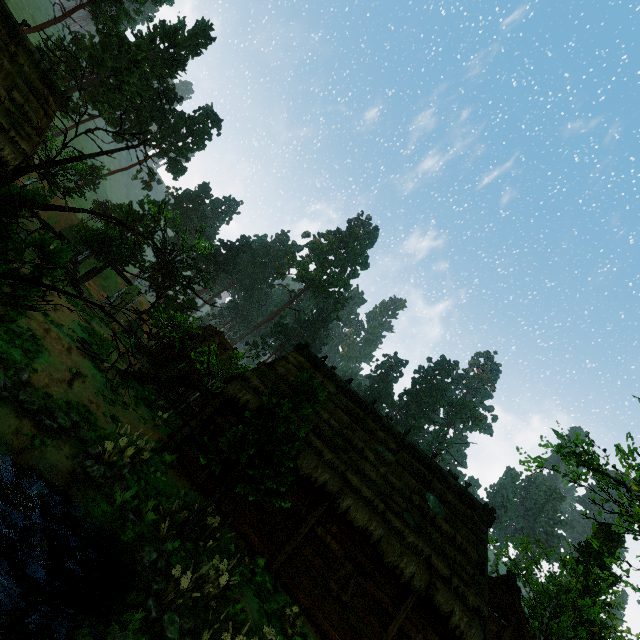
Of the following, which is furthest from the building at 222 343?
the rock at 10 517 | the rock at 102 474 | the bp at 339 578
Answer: the rock at 10 517

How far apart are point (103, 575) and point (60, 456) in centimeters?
333cm

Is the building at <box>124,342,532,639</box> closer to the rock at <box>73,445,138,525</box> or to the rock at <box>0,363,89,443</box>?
the rock at <box>73,445,138,525</box>

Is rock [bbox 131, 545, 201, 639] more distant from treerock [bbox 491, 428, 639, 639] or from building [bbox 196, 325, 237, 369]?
building [bbox 196, 325, 237, 369]

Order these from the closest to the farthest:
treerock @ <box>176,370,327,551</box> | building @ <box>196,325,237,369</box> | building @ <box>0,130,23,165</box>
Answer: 1. treerock @ <box>176,370,327,551</box>
2. building @ <box>0,130,23,165</box>
3. building @ <box>196,325,237,369</box>

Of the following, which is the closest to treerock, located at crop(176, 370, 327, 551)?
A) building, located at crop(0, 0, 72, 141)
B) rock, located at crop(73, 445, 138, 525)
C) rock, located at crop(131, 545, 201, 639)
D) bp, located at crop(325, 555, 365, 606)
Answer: building, located at crop(0, 0, 72, 141)

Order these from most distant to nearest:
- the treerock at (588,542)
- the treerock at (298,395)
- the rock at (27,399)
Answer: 1. the treerock at (588,542)
2. the treerock at (298,395)
3. the rock at (27,399)

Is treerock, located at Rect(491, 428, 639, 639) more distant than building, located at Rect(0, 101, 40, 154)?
No
